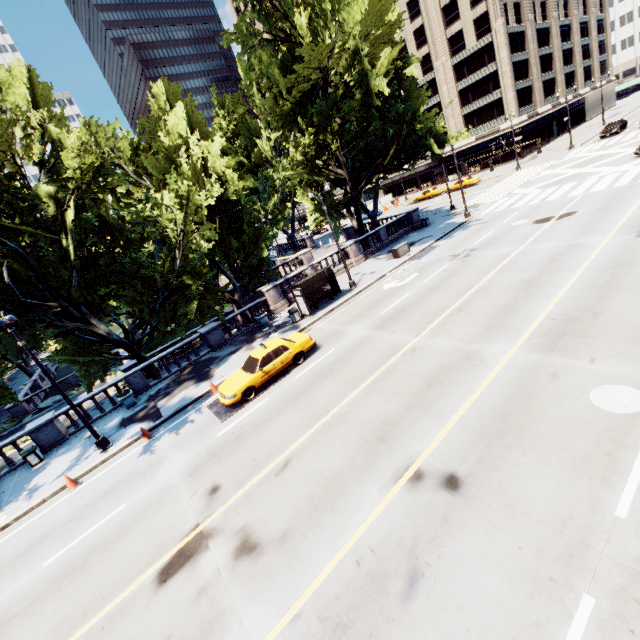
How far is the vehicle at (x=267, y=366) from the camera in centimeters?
1438cm

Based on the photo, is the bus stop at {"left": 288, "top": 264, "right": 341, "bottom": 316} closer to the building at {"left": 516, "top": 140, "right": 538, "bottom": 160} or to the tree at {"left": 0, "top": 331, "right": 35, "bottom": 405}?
the tree at {"left": 0, "top": 331, "right": 35, "bottom": 405}

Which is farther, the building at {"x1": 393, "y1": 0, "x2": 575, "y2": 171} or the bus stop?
the building at {"x1": 393, "y1": 0, "x2": 575, "y2": 171}

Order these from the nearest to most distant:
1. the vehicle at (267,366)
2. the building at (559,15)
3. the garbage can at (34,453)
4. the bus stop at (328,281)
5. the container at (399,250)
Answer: the vehicle at (267,366) < the garbage can at (34,453) < the bus stop at (328,281) < the container at (399,250) < the building at (559,15)

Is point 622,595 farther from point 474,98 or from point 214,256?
point 474,98

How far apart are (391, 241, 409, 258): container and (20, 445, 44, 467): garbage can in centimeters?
2609cm

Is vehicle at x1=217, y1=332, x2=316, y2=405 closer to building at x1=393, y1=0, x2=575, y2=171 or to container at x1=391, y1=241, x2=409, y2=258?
container at x1=391, y1=241, x2=409, y2=258

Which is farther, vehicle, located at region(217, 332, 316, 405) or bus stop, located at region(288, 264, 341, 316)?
bus stop, located at region(288, 264, 341, 316)
